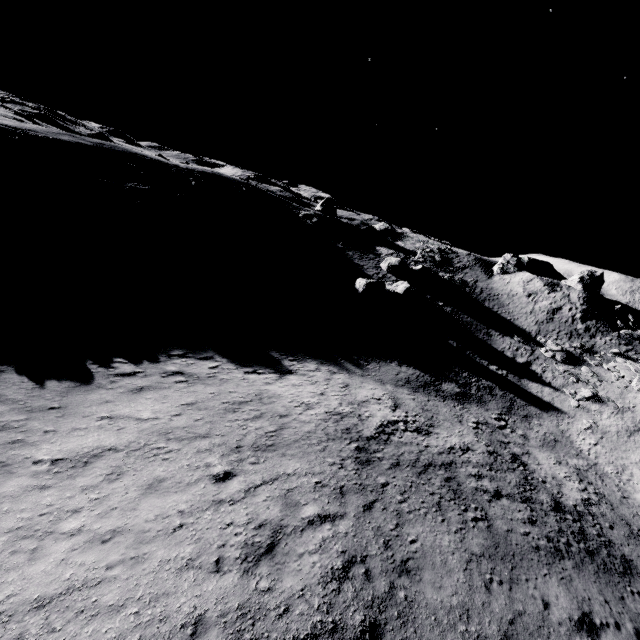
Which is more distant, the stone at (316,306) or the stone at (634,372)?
the stone at (634,372)

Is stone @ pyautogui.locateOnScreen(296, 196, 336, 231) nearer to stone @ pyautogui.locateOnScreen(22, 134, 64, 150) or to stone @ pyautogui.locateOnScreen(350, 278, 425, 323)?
stone @ pyautogui.locateOnScreen(350, 278, 425, 323)

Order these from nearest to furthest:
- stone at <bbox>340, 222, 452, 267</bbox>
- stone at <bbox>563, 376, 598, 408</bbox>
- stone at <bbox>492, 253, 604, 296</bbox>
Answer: stone at <bbox>563, 376, 598, 408</bbox>, stone at <bbox>492, 253, 604, 296</bbox>, stone at <bbox>340, 222, 452, 267</bbox>

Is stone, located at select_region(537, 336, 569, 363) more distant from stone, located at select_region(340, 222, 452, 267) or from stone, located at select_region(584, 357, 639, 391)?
stone, located at select_region(340, 222, 452, 267)

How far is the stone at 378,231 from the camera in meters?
45.0

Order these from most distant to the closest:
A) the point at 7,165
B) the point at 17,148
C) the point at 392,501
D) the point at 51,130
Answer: the point at 51,130
the point at 17,148
the point at 7,165
the point at 392,501

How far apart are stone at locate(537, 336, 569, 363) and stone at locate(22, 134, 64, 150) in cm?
5164

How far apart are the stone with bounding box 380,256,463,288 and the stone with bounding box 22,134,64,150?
38.5m
